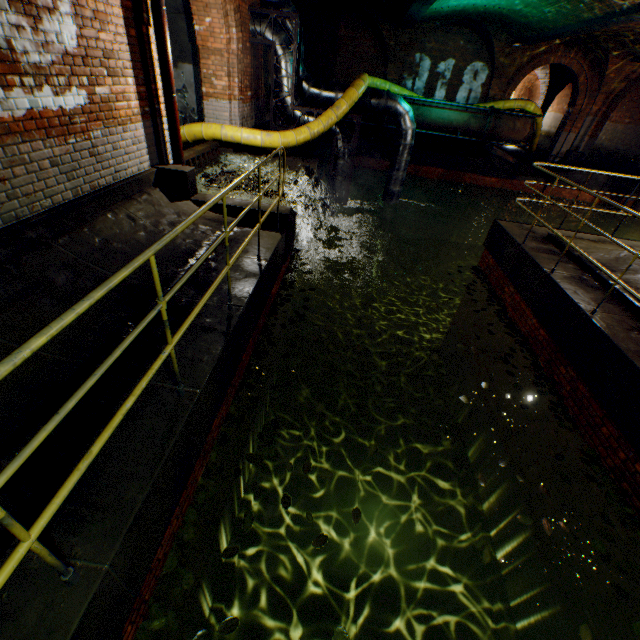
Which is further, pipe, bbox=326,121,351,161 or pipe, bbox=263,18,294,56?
pipe, bbox=326,121,351,161

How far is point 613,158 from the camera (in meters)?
19.84

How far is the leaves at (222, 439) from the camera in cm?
362

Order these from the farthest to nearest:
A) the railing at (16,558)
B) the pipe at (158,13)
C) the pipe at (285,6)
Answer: the pipe at (285,6), the pipe at (158,13), the railing at (16,558)

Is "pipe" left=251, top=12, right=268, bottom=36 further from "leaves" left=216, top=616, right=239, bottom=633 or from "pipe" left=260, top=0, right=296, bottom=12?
"leaves" left=216, top=616, right=239, bottom=633

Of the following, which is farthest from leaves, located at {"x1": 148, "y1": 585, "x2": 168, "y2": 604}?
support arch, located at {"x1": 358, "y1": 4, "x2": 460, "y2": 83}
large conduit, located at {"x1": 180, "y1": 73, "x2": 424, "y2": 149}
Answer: support arch, located at {"x1": 358, "y1": 4, "x2": 460, "y2": 83}

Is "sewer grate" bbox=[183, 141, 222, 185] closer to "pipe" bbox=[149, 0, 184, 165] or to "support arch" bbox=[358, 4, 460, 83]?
"pipe" bbox=[149, 0, 184, 165]

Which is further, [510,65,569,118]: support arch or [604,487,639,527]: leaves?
[510,65,569,118]: support arch
